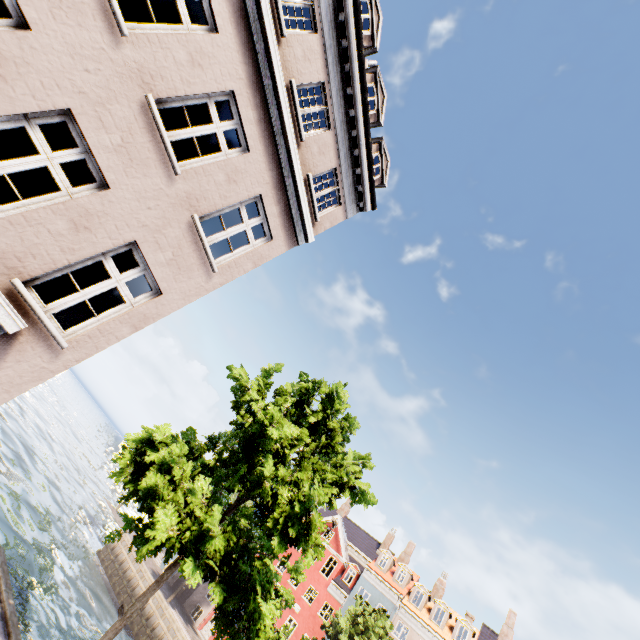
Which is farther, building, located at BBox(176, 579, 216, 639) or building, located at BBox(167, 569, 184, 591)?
building, located at BBox(167, 569, 184, 591)

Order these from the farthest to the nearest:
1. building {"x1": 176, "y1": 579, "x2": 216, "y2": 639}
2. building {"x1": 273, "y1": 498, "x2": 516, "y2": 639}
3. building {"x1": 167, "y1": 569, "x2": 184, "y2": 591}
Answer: building {"x1": 167, "y1": 569, "x2": 184, "y2": 591}, building {"x1": 176, "y1": 579, "x2": 216, "y2": 639}, building {"x1": 273, "y1": 498, "x2": 516, "y2": 639}

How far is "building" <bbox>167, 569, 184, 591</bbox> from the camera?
33.56m

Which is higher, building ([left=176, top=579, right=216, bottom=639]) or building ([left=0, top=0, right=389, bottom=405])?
building ([left=0, top=0, right=389, bottom=405])

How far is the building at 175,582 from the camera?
33.6 meters

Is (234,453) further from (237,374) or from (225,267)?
(225,267)

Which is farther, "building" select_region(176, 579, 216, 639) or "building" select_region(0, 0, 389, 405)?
"building" select_region(176, 579, 216, 639)

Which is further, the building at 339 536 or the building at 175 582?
the building at 175 582
